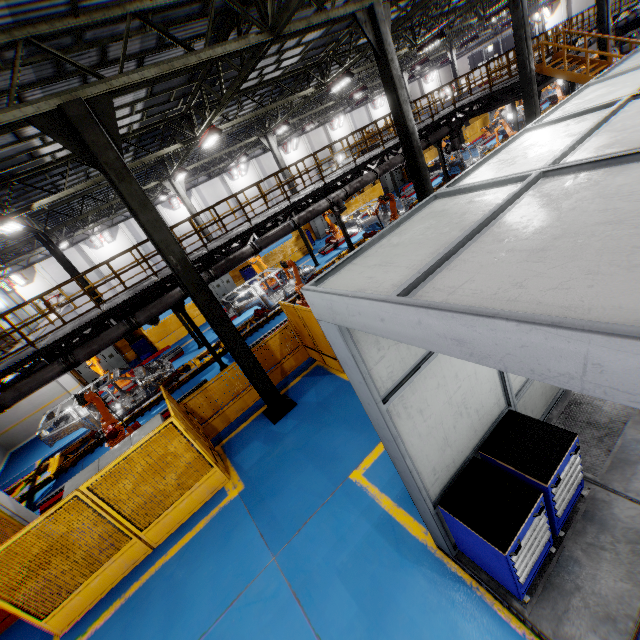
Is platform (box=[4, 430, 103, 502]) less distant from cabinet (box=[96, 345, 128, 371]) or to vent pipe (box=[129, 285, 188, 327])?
vent pipe (box=[129, 285, 188, 327])

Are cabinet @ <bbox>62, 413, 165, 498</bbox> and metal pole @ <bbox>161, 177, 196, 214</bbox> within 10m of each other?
no

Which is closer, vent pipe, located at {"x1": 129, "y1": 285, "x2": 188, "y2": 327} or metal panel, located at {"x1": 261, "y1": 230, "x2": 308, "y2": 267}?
vent pipe, located at {"x1": 129, "y1": 285, "x2": 188, "y2": 327}

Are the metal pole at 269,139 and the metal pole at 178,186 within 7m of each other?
yes

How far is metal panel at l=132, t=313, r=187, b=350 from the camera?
18.14m

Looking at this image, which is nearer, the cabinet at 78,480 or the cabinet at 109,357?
the cabinet at 78,480

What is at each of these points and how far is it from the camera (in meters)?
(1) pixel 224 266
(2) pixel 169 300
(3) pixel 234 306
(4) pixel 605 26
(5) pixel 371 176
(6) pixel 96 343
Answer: (1) vent pipe, 11.75
(2) vent pipe, 10.92
(3) chassis, 13.91
(4) metal pole, 15.91
(5) vent pipe, 14.75
(6) vent pipe, 9.99

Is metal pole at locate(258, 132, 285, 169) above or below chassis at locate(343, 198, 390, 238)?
above
